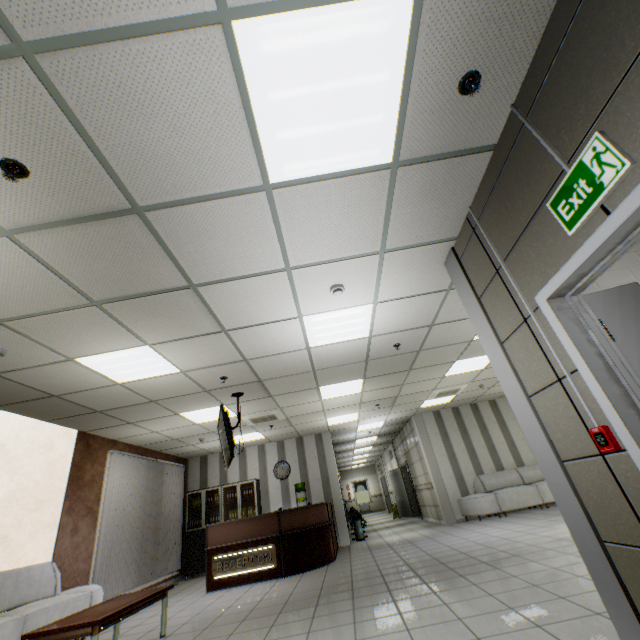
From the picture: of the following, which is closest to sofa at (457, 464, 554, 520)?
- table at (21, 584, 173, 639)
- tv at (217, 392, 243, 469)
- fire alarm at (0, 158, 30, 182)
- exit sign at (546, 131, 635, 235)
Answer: tv at (217, 392, 243, 469)

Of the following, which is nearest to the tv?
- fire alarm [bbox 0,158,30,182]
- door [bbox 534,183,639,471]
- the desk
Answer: the desk

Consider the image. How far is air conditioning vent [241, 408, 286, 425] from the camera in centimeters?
765cm

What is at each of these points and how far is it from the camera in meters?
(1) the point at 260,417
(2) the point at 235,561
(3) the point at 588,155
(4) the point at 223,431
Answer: (1) air conditioning vent, 7.9
(2) sign, 6.7
(3) exit sign, 1.7
(4) tv, 5.7

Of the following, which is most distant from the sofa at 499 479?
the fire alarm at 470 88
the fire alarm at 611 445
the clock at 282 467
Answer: the fire alarm at 470 88

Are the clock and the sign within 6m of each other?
yes

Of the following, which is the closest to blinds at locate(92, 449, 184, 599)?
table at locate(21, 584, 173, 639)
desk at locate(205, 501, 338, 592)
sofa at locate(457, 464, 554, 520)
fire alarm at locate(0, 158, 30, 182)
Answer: desk at locate(205, 501, 338, 592)

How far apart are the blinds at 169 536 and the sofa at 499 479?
8.34m
